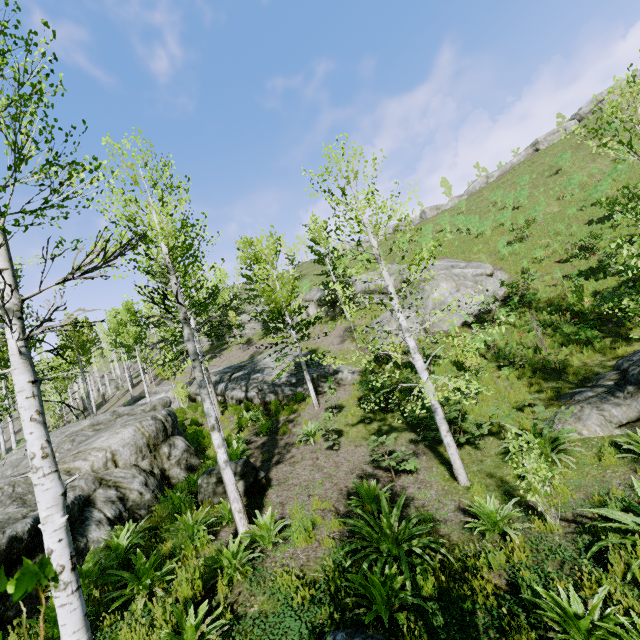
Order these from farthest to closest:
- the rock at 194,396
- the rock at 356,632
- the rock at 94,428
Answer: the rock at 194,396
the rock at 94,428
the rock at 356,632

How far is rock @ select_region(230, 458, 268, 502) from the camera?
8.5m

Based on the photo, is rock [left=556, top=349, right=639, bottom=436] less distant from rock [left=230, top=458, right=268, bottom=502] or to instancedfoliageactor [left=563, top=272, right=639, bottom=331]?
instancedfoliageactor [left=563, top=272, right=639, bottom=331]

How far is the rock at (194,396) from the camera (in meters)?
21.81

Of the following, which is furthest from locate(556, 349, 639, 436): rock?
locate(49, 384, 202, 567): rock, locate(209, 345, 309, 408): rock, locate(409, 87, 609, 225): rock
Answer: locate(409, 87, 609, 225): rock

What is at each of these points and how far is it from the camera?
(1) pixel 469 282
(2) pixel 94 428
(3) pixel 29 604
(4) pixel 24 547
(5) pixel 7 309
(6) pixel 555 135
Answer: (1) rock, 19.9 meters
(2) rock, 11.3 meters
(3) rock, 5.1 meters
(4) rock, 5.4 meters
(5) instancedfoliageactor, 3.3 meters
(6) rock, 40.1 meters

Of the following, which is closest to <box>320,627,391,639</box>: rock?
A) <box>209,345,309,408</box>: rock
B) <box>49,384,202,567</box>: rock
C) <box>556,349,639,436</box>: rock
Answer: <box>49,384,202,567</box>: rock

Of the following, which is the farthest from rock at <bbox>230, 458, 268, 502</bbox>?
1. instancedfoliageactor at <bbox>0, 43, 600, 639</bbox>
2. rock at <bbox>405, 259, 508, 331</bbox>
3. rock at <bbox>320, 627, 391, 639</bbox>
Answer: rock at <bbox>405, 259, 508, 331</bbox>
